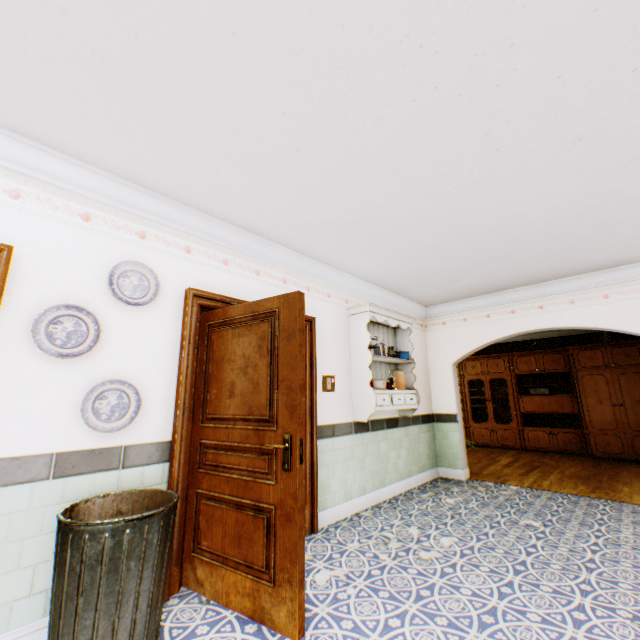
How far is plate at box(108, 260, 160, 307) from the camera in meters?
2.5 m

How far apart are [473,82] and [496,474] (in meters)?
6.39

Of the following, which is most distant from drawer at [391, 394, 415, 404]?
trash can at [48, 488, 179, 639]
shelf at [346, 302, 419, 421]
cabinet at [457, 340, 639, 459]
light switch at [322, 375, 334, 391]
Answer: cabinet at [457, 340, 639, 459]

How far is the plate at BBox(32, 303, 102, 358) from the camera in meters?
2.2

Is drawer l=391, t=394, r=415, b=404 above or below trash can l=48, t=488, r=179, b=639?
above

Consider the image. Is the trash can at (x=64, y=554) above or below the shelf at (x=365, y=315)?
below

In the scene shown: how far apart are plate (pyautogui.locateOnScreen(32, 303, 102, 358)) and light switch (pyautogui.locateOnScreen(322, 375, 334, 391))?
2.5 meters

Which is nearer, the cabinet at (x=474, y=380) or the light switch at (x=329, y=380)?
the light switch at (x=329, y=380)
